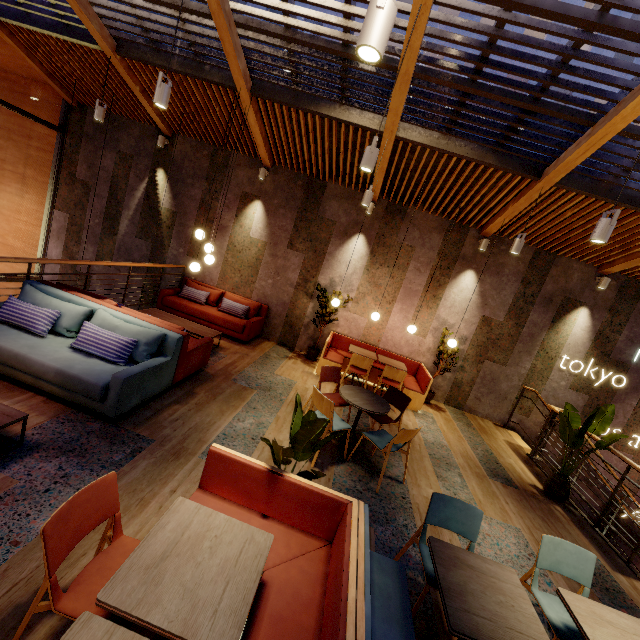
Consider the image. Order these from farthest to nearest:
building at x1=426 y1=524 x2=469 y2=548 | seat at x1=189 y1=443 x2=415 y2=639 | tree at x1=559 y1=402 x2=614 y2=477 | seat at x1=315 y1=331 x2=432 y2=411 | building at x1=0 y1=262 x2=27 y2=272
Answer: building at x1=0 y1=262 x2=27 y2=272 → seat at x1=315 y1=331 x2=432 y2=411 → tree at x1=559 y1=402 x2=614 y2=477 → building at x1=426 y1=524 x2=469 y2=548 → seat at x1=189 y1=443 x2=415 y2=639

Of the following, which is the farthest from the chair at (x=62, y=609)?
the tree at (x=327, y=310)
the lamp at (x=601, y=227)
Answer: the tree at (x=327, y=310)

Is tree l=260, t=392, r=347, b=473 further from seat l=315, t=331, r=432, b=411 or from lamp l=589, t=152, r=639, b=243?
seat l=315, t=331, r=432, b=411

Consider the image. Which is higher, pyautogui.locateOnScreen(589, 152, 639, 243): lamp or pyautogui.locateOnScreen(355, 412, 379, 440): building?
pyautogui.locateOnScreen(589, 152, 639, 243): lamp

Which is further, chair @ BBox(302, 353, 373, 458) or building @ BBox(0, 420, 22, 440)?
chair @ BBox(302, 353, 373, 458)

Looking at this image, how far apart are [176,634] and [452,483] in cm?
426

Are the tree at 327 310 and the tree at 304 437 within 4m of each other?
no

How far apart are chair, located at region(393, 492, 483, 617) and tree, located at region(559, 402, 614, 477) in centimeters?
329cm
